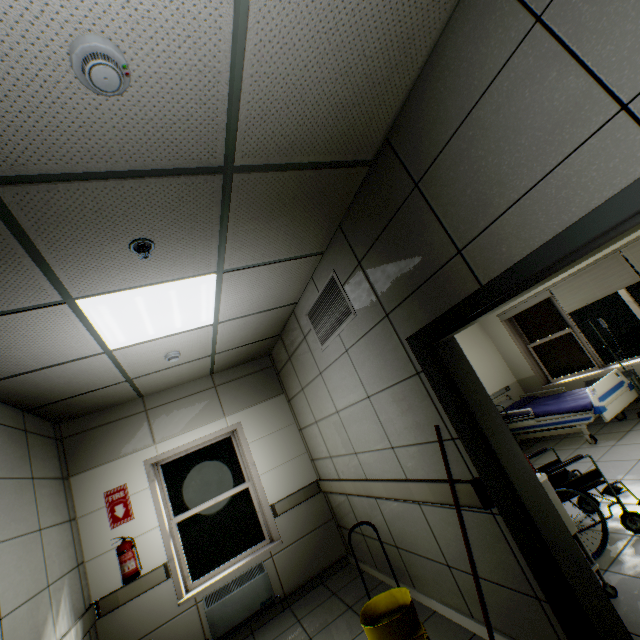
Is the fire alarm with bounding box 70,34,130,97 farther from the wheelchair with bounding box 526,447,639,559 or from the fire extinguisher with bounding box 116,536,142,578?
the fire extinguisher with bounding box 116,536,142,578

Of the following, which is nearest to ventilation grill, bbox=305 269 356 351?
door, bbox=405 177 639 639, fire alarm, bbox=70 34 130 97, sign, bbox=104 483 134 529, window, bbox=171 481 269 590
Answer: door, bbox=405 177 639 639

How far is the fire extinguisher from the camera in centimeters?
372cm

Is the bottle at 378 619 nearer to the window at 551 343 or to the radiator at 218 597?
the radiator at 218 597

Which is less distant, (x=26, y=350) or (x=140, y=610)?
(x=26, y=350)

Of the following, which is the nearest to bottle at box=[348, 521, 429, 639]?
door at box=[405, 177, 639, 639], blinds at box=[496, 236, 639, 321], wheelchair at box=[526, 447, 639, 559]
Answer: door at box=[405, 177, 639, 639]

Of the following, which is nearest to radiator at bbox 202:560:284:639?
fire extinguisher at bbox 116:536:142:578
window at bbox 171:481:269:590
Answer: window at bbox 171:481:269:590

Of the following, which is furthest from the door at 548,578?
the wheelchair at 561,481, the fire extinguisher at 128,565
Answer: the fire extinguisher at 128,565
